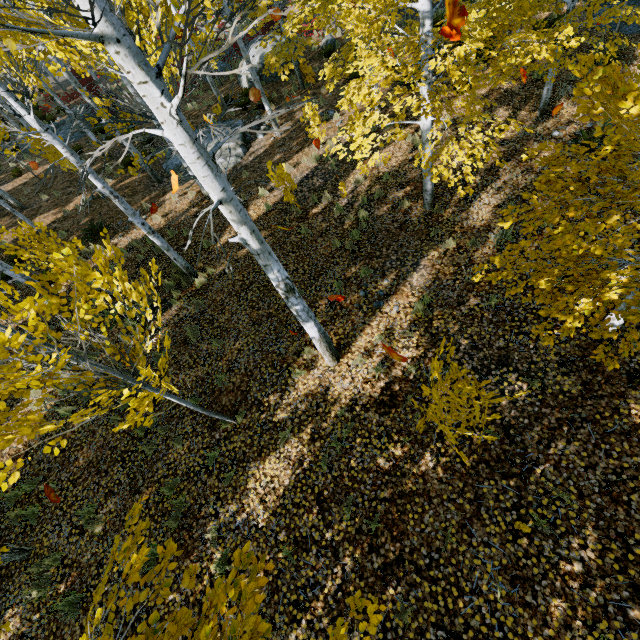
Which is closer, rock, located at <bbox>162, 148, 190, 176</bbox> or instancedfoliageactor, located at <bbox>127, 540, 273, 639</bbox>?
instancedfoliageactor, located at <bbox>127, 540, 273, 639</bbox>

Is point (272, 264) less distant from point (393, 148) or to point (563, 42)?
point (563, 42)

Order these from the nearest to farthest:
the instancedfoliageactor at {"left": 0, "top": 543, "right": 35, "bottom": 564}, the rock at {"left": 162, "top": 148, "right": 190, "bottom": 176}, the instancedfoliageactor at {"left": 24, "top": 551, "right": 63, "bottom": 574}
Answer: the instancedfoliageactor at {"left": 0, "top": 543, "right": 35, "bottom": 564} < the instancedfoliageactor at {"left": 24, "top": 551, "right": 63, "bottom": 574} < the rock at {"left": 162, "top": 148, "right": 190, "bottom": 176}

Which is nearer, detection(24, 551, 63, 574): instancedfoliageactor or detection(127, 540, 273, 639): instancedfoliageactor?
detection(127, 540, 273, 639): instancedfoliageactor

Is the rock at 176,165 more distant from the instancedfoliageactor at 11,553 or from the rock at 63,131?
the rock at 63,131

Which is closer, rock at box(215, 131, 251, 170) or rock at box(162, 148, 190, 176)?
rock at box(215, 131, 251, 170)

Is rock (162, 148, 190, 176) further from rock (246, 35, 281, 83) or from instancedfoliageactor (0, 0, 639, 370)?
rock (246, 35, 281, 83)
